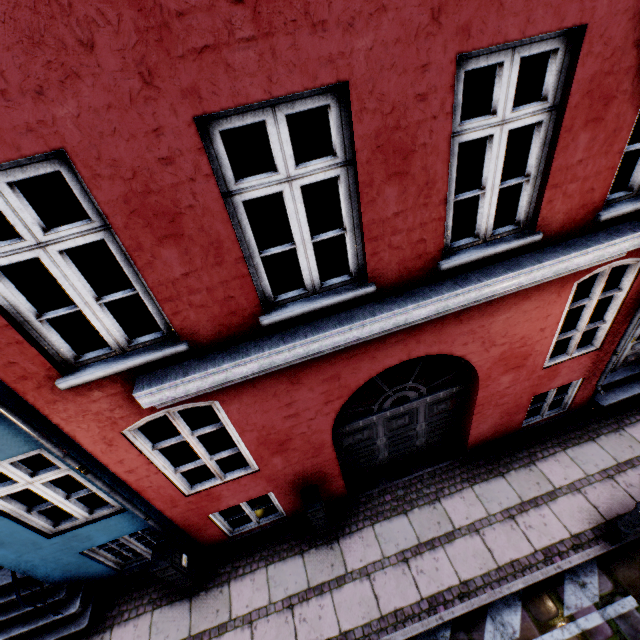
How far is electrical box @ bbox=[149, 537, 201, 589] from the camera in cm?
483

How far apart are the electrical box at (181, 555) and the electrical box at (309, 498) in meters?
2.1 m

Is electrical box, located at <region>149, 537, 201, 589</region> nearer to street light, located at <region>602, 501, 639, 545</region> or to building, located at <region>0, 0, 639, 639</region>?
building, located at <region>0, 0, 639, 639</region>

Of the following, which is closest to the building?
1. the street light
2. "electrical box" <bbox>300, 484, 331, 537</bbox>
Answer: "electrical box" <bbox>300, 484, 331, 537</bbox>

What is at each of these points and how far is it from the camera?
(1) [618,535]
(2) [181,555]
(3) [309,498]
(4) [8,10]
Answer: (1) street light, 4.8m
(2) electrical box, 5.2m
(3) electrical box, 5.2m
(4) building, 1.7m

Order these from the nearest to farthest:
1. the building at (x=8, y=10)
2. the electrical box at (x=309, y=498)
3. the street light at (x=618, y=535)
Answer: the building at (x=8, y=10)
the street light at (x=618, y=535)
the electrical box at (x=309, y=498)

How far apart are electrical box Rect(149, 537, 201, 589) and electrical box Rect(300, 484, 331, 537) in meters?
2.1 m

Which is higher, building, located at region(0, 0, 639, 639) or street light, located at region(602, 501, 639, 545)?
building, located at region(0, 0, 639, 639)
